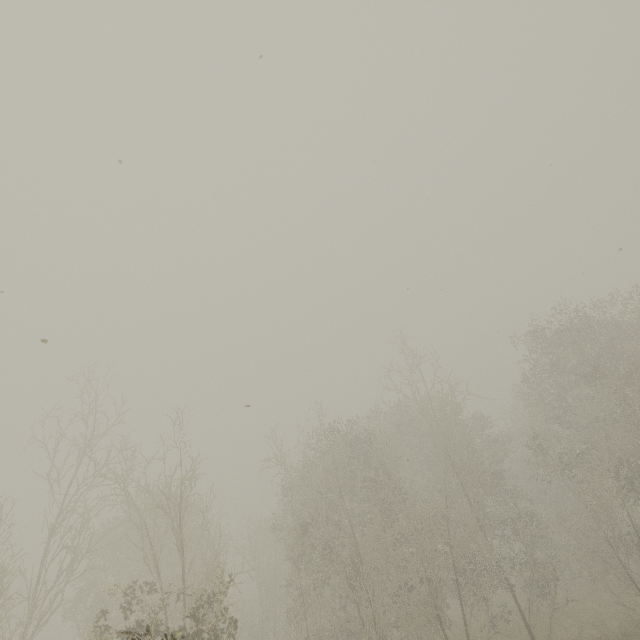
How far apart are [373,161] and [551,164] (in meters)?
4.53
